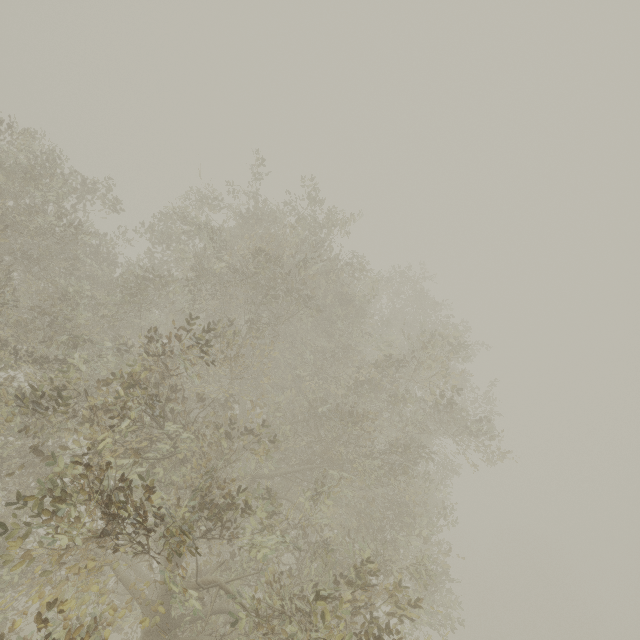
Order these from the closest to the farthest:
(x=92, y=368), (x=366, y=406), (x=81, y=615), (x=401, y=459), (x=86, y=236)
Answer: (x=81, y=615) < (x=92, y=368) < (x=86, y=236) < (x=366, y=406) < (x=401, y=459)
